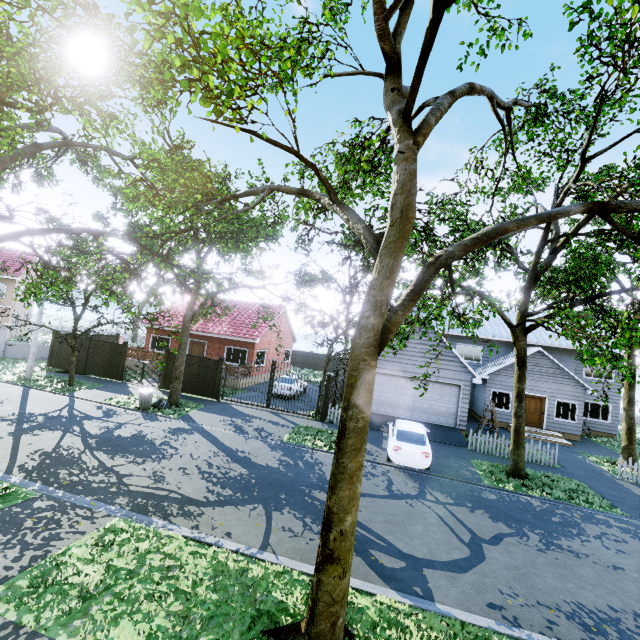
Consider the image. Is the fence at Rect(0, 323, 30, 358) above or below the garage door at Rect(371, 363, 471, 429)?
below

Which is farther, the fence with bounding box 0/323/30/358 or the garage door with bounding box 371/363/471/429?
the fence with bounding box 0/323/30/358

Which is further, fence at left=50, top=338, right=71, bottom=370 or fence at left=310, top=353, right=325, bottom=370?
fence at left=310, top=353, right=325, bottom=370

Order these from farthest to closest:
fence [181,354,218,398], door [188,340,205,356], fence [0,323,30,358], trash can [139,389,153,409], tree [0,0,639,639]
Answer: door [188,340,205,356] → fence [0,323,30,358] → fence [181,354,218,398] → trash can [139,389,153,409] → tree [0,0,639,639]

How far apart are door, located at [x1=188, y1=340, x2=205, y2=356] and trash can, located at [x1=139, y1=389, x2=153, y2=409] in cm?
944

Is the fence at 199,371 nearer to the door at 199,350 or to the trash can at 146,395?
the trash can at 146,395

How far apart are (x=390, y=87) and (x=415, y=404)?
16.50m

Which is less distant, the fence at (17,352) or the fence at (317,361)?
the fence at (17,352)
